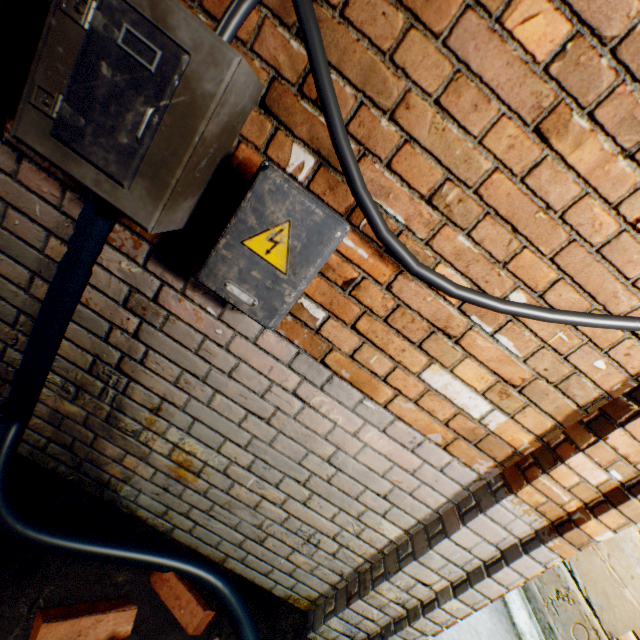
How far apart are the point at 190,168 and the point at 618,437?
1.6 meters

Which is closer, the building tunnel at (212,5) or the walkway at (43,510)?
the building tunnel at (212,5)

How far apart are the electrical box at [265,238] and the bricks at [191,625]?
1.27m

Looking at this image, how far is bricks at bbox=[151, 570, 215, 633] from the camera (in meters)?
1.35

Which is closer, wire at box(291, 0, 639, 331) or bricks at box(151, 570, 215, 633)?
wire at box(291, 0, 639, 331)

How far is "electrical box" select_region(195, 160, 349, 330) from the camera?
0.84m

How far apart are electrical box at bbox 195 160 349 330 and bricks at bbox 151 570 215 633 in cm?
127

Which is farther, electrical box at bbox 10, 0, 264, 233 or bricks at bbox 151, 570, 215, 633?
bricks at bbox 151, 570, 215, 633
